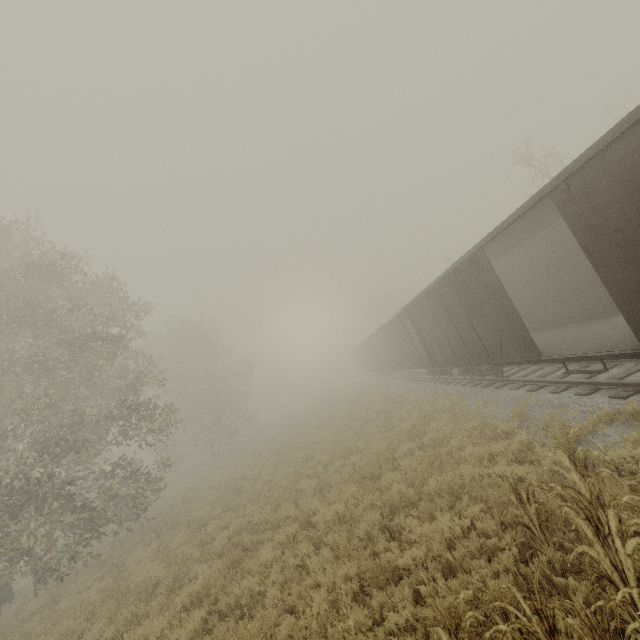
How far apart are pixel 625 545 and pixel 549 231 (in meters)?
10.42

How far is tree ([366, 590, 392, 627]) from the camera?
4.9 meters

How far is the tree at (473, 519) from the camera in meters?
5.7

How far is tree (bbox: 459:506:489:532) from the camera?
5.7 meters

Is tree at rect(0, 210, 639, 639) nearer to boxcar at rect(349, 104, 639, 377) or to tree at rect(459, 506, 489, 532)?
tree at rect(459, 506, 489, 532)

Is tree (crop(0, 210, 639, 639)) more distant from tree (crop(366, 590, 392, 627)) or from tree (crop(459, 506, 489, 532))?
tree (crop(459, 506, 489, 532))

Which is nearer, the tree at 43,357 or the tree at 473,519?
the tree at 43,357

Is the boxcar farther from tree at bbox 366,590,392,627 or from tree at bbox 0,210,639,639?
tree at bbox 0,210,639,639
